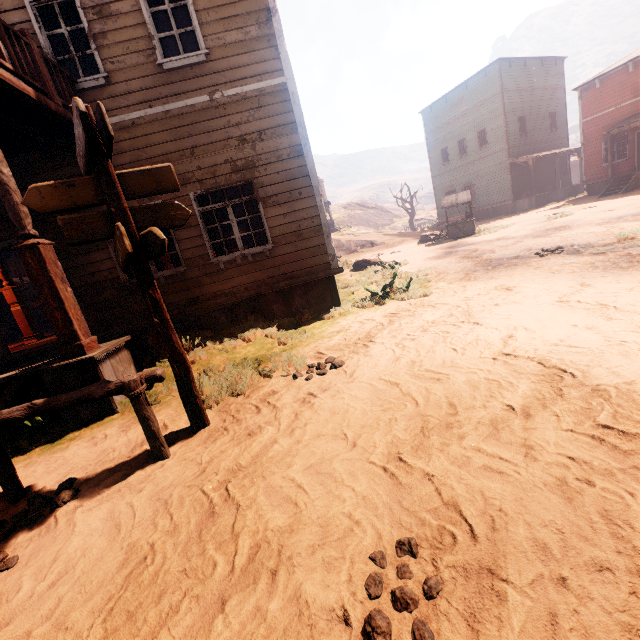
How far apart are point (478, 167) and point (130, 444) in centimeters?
3213cm

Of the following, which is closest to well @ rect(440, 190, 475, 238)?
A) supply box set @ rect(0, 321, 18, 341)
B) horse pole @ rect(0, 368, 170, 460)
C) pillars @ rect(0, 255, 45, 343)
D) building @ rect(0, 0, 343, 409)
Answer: building @ rect(0, 0, 343, 409)

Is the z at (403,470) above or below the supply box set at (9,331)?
below

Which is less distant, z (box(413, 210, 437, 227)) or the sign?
the sign

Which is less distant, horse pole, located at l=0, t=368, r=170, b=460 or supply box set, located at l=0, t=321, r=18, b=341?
horse pole, located at l=0, t=368, r=170, b=460

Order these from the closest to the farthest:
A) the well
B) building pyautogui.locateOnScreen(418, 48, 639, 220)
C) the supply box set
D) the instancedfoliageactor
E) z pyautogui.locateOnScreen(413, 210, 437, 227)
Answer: the supply box set
the instancedfoliageactor
the well
building pyautogui.locateOnScreen(418, 48, 639, 220)
z pyautogui.locateOnScreen(413, 210, 437, 227)

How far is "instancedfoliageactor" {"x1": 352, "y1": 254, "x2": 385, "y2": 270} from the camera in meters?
14.5 m

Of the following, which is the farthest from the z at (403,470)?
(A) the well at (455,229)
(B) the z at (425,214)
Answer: (B) the z at (425,214)
